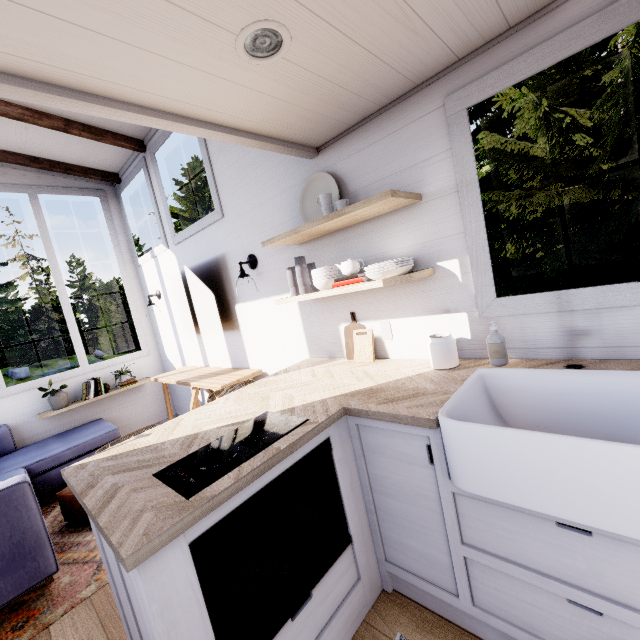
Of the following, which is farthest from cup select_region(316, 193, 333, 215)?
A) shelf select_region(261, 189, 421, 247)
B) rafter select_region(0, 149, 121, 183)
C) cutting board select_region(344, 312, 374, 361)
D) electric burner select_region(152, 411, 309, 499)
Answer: rafter select_region(0, 149, 121, 183)

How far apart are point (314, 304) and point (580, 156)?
3.6 meters

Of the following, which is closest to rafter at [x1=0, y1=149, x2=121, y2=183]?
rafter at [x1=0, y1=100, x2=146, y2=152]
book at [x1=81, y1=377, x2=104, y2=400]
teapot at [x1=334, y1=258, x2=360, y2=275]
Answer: rafter at [x1=0, y1=100, x2=146, y2=152]

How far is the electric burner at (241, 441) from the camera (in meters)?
1.17

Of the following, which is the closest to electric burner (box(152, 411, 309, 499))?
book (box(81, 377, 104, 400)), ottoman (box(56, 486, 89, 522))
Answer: ottoman (box(56, 486, 89, 522))

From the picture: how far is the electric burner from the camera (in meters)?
1.17

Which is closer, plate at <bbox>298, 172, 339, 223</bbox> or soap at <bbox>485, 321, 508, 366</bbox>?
soap at <bbox>485, 321, 508, 366</bbox>

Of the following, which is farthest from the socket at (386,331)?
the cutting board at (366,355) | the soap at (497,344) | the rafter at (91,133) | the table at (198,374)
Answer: the rafter at (91,133)
